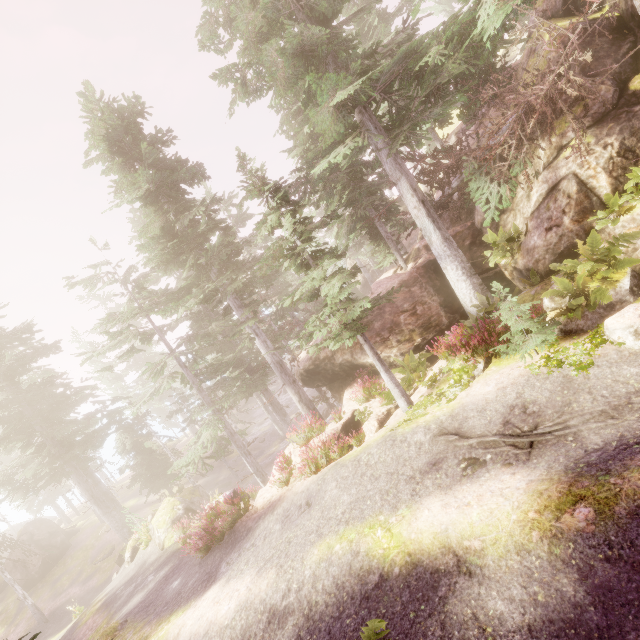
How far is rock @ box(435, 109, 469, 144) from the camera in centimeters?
2370cm

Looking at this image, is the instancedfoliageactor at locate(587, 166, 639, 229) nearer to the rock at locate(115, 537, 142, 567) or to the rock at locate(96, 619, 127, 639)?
the rock at locate(115, 537, 142, 567)

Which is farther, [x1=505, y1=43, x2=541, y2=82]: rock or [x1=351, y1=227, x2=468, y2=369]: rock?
[x1=351, y1=227, x2=468, y2=369]: rock

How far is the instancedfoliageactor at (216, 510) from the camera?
11.89m

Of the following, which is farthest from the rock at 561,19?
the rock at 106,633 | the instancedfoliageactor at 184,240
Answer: the rock at 106,633

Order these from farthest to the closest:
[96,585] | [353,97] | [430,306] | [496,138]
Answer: [96,585] < [430,306] < [353,97] < [496,138]
